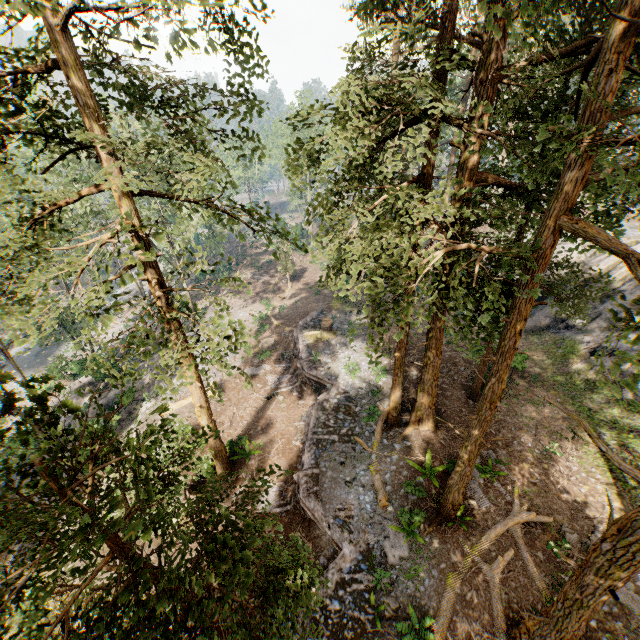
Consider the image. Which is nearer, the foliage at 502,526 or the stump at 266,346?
the foliage at 502,526

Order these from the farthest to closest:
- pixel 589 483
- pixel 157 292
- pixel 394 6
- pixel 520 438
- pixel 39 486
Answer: pixel 39 486 < pixel 520 438 < pixel 589 483 < pixel 157 292 < pixel 394 6

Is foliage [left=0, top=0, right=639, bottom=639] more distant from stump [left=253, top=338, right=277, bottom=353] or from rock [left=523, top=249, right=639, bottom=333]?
stump [left=253, top=338, right=277, bottom=353]

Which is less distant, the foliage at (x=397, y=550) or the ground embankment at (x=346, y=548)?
the ground embankment at (x=346, y=548)

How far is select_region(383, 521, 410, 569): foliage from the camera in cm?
1321

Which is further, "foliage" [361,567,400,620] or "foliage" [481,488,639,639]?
"foliage" [361,567,400,620]

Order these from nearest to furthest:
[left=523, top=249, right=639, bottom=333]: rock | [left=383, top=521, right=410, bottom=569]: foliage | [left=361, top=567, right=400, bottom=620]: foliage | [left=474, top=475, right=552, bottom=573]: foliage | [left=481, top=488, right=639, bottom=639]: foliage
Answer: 1. [left=481, top=488, right=639, bottom=639]: foliage
2. [left=361, top=567, right=400, bottom=620]: foliage
3. [left=474, top=475, right=552, bottom=573]: foliage
4. [left=383, top=521, right=410, bottom=569]: foliage
5. [left=523, top=249, right=639, bottom=333]: rock

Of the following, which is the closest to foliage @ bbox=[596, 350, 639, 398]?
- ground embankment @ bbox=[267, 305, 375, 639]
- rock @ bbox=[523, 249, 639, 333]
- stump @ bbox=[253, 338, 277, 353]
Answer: ground embankment @ bbox=[267, 305, 375, 639]
